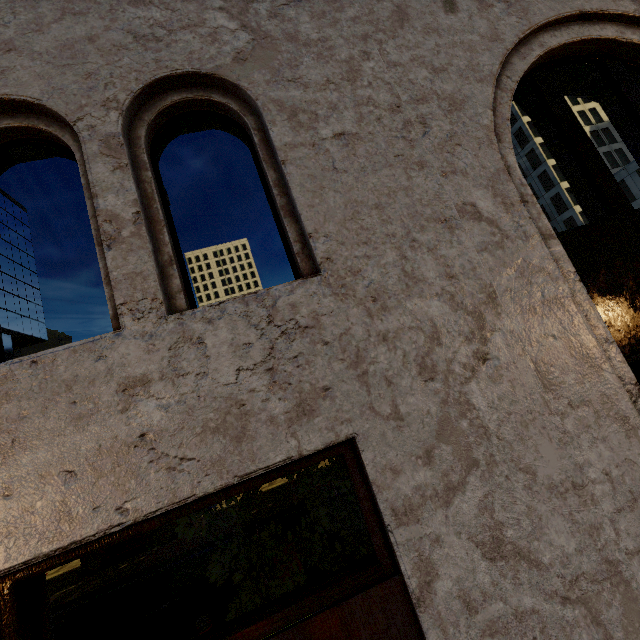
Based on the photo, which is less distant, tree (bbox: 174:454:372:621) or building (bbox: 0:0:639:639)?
building (bbox: 0:0:639:639)

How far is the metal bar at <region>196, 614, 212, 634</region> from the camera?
5.5 meters

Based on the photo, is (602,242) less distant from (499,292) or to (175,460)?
(499,292)

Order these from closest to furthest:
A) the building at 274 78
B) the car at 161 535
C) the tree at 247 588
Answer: the building at 274 78
the tree at 247 588
the car at 161 535

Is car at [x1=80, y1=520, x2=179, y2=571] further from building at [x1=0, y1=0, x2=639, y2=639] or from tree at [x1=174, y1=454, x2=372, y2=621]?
building at [x1=0, y1=0, x2=639, y2=639]

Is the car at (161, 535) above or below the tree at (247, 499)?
below

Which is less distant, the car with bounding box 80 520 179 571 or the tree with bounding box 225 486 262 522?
the tree with bounding box 225 486 262 522
